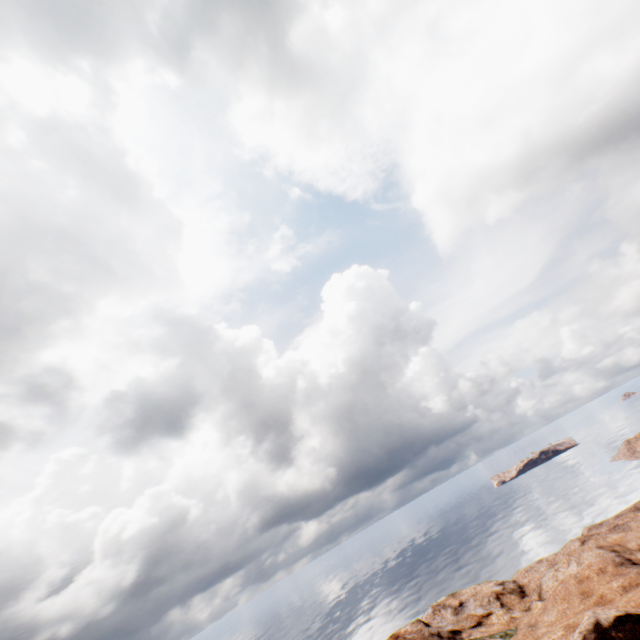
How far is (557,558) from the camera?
37.0 meters
